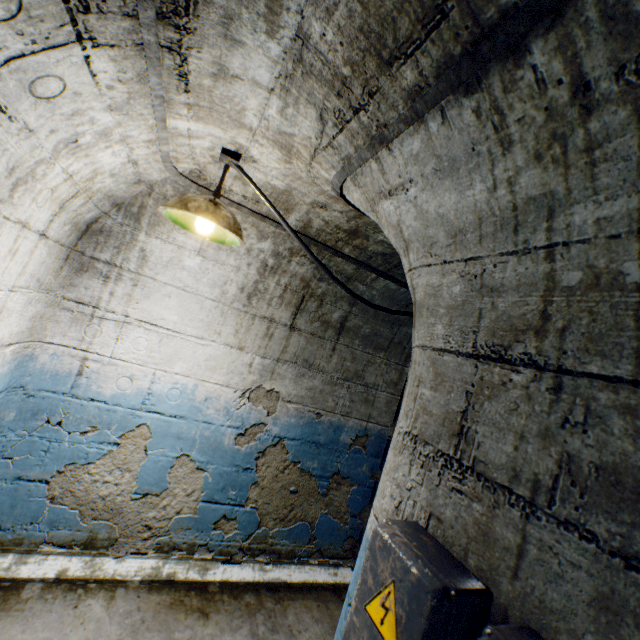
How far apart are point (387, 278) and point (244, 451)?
2.01m

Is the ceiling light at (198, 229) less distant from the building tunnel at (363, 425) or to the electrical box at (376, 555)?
the building tunnel at (363, 425)

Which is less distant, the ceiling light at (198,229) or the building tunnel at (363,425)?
the building tunnel at (363,425)

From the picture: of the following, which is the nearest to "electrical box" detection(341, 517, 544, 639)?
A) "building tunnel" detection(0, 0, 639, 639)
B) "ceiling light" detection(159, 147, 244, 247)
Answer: "building tunnel" detection(0, 0, 639, 639)

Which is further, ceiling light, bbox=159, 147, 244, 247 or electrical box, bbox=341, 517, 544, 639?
ceiling light, bbox=159, 147, 244, 247

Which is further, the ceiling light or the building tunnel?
the ceiling light

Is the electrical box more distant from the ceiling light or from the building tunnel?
the ceiling light
